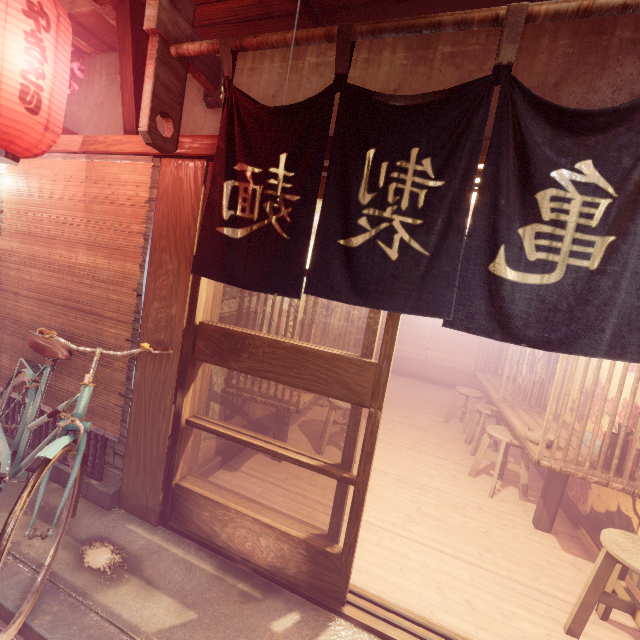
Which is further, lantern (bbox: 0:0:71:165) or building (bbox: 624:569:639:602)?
building (bbox: 624:569:639:602)

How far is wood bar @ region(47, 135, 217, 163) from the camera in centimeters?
406cm

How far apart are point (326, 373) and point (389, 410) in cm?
835

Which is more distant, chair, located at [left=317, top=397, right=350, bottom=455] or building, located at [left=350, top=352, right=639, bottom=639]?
chair, located at [left=317, top=397, right=350, bottom=455]

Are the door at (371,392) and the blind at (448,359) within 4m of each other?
no

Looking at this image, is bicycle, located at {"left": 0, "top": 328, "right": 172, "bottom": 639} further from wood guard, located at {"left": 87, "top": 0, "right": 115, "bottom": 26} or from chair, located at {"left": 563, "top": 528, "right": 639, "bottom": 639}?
chair, located at {"left": 563, "top": 528, "right": 639, "bottom": 639}

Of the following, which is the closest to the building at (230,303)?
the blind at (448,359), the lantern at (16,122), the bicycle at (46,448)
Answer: the blind at (448,359)

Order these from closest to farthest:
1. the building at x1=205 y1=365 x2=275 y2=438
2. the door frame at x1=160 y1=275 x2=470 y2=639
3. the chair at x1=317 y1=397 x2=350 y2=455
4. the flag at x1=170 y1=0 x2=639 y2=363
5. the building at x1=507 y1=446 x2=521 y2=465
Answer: the flag at x1=170 y1=0 x2=639 y2=363 < the door frame at x1=160 y1=275 x2=470 y2=639 < the building at x1=205 y1=365 x2=275 y2=438 < the chair at x1=317 y1=397 x2=350 y2=455 < the building at x1=507 y1=446 x2=521 y2=465
